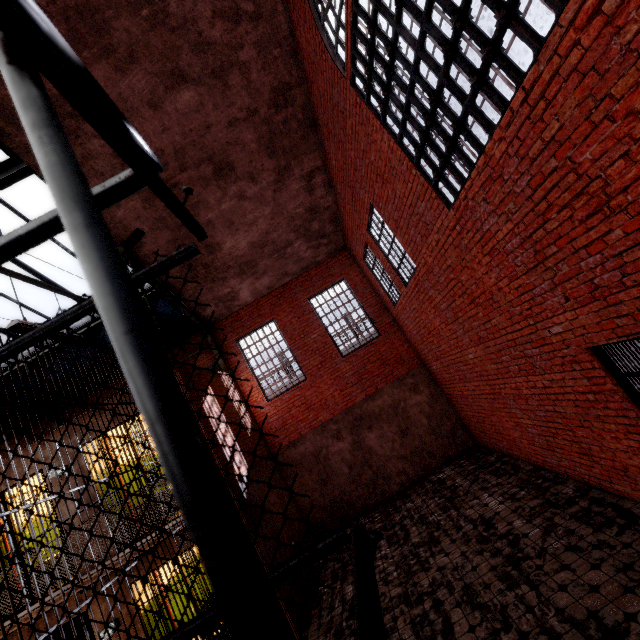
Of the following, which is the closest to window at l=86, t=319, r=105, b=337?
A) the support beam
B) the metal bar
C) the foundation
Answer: the support beam

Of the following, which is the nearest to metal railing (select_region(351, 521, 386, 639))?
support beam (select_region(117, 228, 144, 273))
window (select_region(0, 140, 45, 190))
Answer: support beam (select_region(117, 228, 144, 273))

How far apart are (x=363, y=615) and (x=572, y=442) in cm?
677

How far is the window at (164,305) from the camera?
10.31m

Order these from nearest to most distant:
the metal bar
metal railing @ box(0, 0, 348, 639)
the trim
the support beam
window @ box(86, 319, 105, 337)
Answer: metal railing @ box(0, 0, 348, 639), the metal bar, the support beam, window @ box(86, 319, 105, 337), the trim

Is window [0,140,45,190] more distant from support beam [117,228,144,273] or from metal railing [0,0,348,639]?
metal railing [0,0,348,639]

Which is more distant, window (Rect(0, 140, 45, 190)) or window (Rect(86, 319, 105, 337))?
window (Rect(86, 319, 105, 337))
